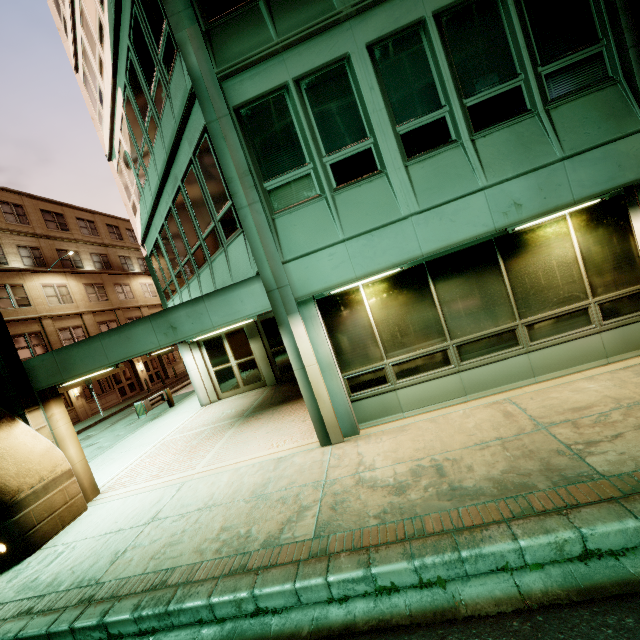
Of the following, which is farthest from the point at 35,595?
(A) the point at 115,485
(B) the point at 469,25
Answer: (B) the point at 469,25
